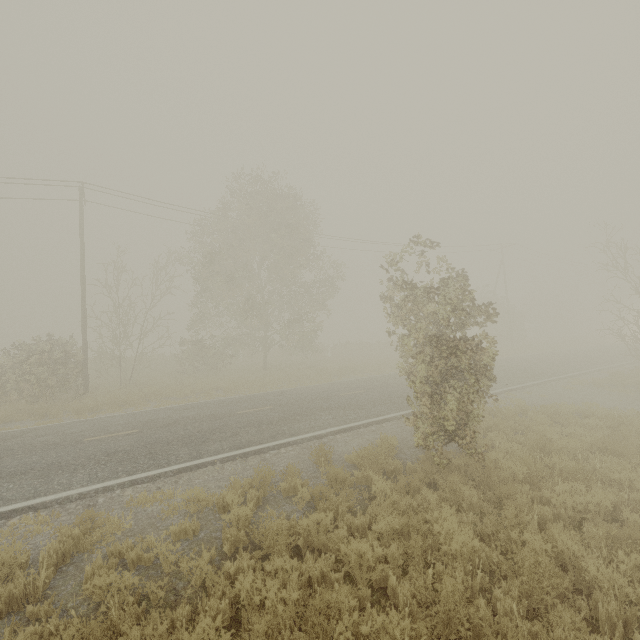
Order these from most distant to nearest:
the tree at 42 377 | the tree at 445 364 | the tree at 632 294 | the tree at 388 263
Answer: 1. the tree at 632 294
2. the tree at 42 377
3. the tree at 388 263
4. the tree at 445 364

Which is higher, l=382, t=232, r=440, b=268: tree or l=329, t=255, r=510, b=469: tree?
l=382, t=232, r=440, b=268: tree

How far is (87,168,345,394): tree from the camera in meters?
20.1 m

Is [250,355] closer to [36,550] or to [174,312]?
[174,312]

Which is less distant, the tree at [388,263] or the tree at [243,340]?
the tree at [388,263]

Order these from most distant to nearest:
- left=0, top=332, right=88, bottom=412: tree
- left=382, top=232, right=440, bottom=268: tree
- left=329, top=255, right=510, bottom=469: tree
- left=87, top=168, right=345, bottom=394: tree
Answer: left=87, top=168, right=345, bottom=394: tree → left=0, top=332, right=88, bottom=412: tree → left=382, top=232, right=440, bottom=268: tree → left=329, top=255, right=510, bottom=469: tree

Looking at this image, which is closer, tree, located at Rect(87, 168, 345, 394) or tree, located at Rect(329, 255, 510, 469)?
tree, located at Rect(329, 255, 510, 469)
